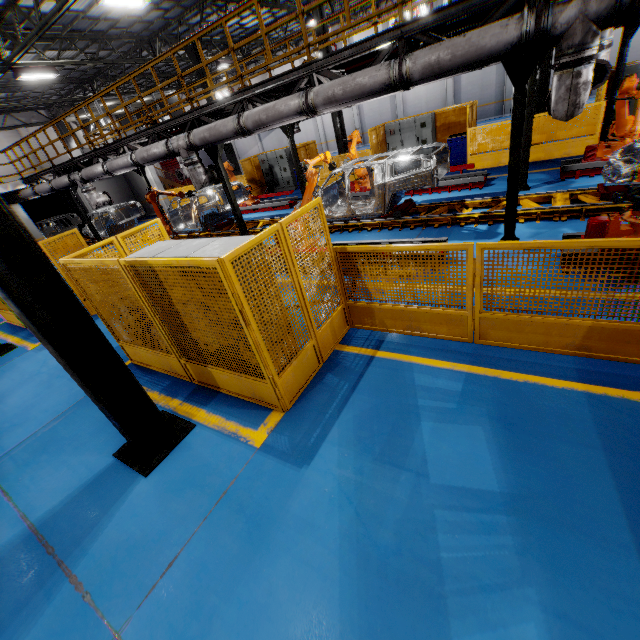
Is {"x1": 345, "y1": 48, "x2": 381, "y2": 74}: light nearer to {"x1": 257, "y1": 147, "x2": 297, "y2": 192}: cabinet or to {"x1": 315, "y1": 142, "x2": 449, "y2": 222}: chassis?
{"x1": 315, "y1": 142, "x2": 449, "y2": 222}: chassis

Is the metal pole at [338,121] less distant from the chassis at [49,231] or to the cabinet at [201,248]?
the chassis at [49,231]

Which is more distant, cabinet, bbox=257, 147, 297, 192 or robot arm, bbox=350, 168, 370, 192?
cabinet, bbox=257, 147, 297, 192

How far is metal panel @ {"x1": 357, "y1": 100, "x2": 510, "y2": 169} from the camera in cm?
1188

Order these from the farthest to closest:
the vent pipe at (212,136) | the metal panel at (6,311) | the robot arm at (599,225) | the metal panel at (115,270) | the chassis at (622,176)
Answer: the metal panel at (6,311), the vent pipe at (212,136), the chassis at (622,176), the robot arm at (599,225), the metal panel at (115,270)

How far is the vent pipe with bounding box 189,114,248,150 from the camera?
7.9m

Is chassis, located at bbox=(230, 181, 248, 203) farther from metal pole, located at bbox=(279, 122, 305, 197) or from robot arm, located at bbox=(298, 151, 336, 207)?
metal pole, located at bbox=(279, 122, 305, 197)

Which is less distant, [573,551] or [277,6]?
[573,551]
